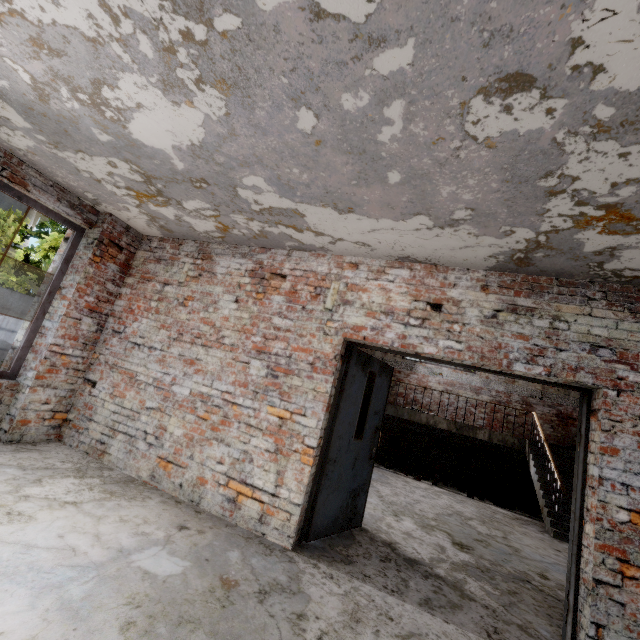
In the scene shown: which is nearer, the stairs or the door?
the door

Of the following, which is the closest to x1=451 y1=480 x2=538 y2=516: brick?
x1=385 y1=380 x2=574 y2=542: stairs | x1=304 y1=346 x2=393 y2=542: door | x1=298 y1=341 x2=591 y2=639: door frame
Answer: x1=385 y1=380 x2=574 y2=542: stairs

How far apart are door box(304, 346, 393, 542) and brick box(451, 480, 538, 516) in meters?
6.1 m

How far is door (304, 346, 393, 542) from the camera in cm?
360

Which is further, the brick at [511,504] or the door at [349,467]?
the brick at [511,504]

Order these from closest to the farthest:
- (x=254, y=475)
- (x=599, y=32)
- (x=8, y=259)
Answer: (x=599, y=32), (x=254, y=475), (x=8, y=259)

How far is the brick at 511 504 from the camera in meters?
8.1
